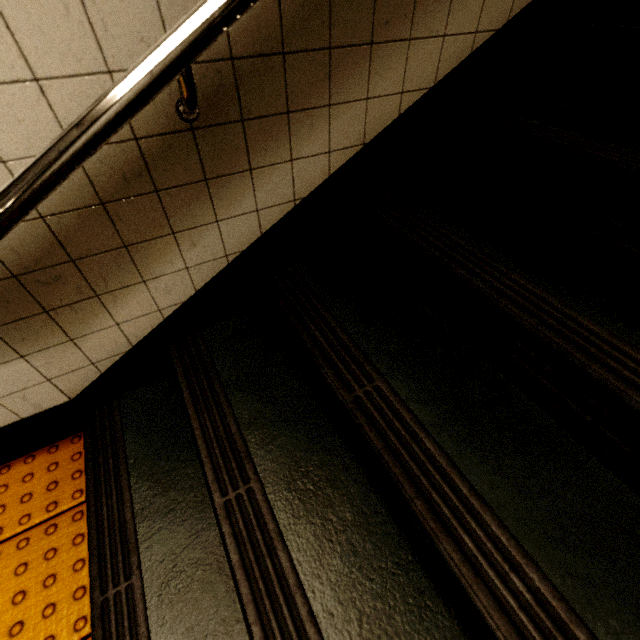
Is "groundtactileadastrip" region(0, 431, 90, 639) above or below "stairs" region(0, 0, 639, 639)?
below

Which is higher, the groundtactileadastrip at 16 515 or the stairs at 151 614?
the stairs at 151 614

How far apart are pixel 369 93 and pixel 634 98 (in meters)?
0.91
